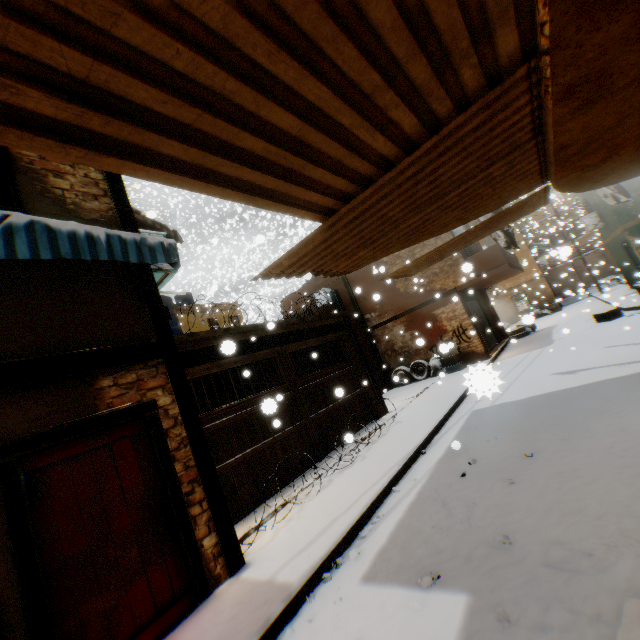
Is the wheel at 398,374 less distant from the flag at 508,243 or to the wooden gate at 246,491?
the wooden gate at 246,491

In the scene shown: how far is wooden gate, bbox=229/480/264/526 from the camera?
5.9 meters

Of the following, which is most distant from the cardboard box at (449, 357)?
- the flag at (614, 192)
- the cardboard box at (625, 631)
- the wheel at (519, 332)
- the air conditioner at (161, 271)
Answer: the cardboard box at (625, 631)

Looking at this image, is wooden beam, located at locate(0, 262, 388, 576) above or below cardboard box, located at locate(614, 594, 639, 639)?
above

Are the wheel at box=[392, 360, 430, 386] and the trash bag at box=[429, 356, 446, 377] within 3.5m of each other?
yes

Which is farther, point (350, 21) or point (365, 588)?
point (365, 588)

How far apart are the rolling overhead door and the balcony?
0.0m

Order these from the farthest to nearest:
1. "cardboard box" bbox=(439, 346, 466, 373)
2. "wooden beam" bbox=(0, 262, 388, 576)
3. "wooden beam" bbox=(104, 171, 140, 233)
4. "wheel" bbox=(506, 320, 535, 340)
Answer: "cardboard box" bbox=(439, 346, 466, 373), "wheel" bbox=(506, 320, 535, 340), "wooden beam" bbox=(104, 171, 140, 233), "wooden beam" bbox=(0, 262, 388, 576)
